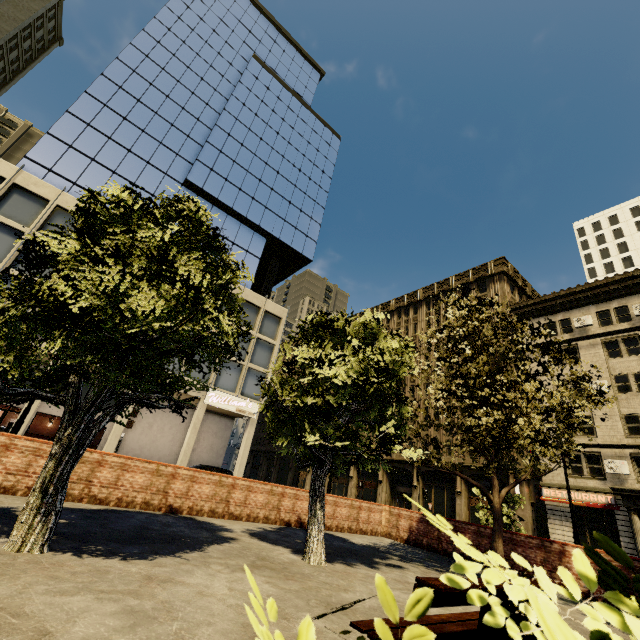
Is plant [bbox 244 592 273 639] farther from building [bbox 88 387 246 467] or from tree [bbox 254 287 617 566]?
building [bbox 88 387 246 467]

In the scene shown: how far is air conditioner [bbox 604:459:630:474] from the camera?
22.7m

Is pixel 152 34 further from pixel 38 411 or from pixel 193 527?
pixel 193 527

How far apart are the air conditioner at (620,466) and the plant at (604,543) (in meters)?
31.88

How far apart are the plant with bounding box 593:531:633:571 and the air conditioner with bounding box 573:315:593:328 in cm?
3575

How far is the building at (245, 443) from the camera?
26.2 meters

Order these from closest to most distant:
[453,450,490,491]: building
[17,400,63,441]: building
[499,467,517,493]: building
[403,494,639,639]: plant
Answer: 1. [403,494,639,639]: plant
2. [17,400,63,441]: building
3. [499,467,517,493]: building
4. [453,450,490,491]: building

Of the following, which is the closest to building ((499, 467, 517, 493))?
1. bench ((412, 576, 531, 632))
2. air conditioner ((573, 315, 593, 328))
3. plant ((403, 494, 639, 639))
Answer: air conditioner ((573, 315, 593, 328))
